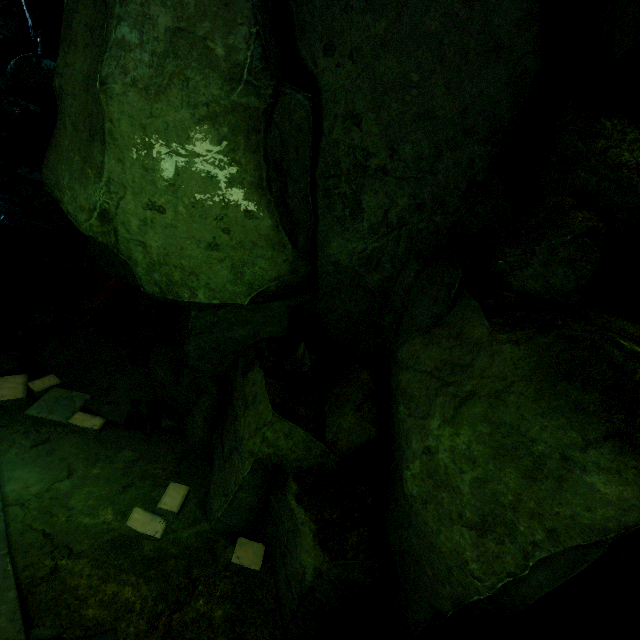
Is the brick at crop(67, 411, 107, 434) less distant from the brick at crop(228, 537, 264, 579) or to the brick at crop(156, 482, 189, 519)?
the brick at crop(156, 482, 189, 519)

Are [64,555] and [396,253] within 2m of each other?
no

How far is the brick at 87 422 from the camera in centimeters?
620cm

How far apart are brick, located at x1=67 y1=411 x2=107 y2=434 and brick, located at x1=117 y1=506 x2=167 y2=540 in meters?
1.8

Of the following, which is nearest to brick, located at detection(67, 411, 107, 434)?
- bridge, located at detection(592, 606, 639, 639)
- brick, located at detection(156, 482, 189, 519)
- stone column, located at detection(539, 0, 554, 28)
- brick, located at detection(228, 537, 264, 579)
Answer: brick, located at detection(156, 482, 189, 519)

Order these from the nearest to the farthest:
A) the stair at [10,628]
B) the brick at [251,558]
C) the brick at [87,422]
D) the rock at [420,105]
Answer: the rock at [420,105] → the stair at [10,628] → the brick at [251,558] → the brick at [87,422]

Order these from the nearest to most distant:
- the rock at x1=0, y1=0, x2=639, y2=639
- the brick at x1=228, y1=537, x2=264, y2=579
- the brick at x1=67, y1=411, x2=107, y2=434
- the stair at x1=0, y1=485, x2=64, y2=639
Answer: the rock at x1=0, y1=0, x2=639, y2=639, the stair at x1=0, y1=485, x2=64, y2=639, the brick at x1=228, y1=537, x2=264, y2=579, the brick at x1=67, y1=411, x2=107, y2=434
